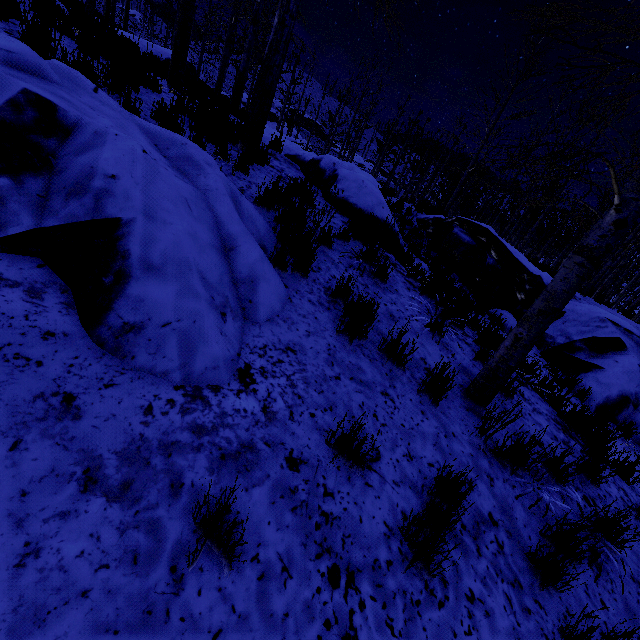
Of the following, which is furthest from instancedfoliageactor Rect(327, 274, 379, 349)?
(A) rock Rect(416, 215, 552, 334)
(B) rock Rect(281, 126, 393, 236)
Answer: (A) rock Rect(416, 215, 552, 334)

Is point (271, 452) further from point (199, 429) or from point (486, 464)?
point (486, 464)

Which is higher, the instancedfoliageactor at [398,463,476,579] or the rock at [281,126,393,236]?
the rock at [281,126,393,236]

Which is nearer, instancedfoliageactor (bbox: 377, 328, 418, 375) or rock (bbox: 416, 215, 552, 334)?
instancedfoliageactor (bbox: 377, 328, 418, 375)

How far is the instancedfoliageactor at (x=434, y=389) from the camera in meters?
3.0 m

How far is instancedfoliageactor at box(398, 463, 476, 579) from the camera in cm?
185

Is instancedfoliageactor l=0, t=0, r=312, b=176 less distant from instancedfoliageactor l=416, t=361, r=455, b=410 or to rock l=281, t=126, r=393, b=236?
rock l=281, t=126, r=393, b=236

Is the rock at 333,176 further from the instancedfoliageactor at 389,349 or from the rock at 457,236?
the rock at 457,236
